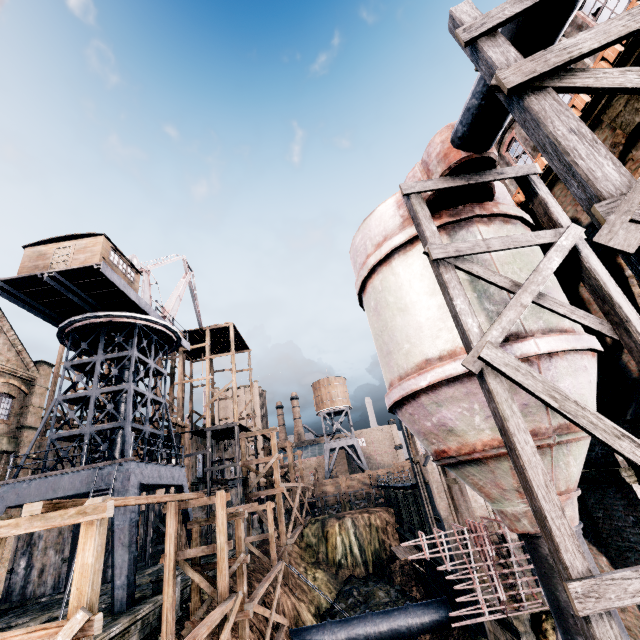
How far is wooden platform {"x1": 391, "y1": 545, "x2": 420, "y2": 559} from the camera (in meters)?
28.57

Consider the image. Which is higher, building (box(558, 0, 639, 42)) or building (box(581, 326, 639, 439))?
building (box(558, 0, 639, 42))

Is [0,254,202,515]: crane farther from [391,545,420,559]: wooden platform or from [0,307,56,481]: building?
[391,545,420,559]: wooden platform

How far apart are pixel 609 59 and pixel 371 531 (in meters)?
46.12

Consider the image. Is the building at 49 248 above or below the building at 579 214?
above

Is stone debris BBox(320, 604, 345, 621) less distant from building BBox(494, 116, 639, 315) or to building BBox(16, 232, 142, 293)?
building BBox(494, 116, 639, 315)

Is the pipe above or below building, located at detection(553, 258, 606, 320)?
below

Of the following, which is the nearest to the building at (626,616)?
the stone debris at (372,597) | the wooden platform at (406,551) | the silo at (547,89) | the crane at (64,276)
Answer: the silo at (547,89)
